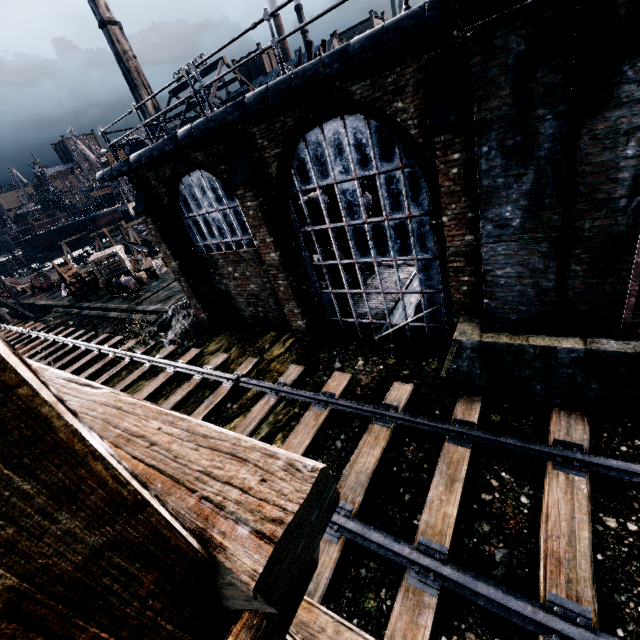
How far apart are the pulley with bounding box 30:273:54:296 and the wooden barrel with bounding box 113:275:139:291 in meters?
24.1

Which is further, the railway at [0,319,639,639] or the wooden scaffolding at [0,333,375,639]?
the railway at [0,319,639,639]

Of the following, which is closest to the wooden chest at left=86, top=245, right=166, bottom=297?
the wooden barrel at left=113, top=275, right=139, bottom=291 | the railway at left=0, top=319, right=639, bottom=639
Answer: the wooden barrel at left=113, top=275, right=139, bottom=291

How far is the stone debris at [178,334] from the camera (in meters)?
15.99

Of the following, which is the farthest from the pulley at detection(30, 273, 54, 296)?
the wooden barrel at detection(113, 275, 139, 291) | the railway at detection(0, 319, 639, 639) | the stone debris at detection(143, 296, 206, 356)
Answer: the railway at detection(0, 319, 639, 639)

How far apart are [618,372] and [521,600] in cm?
445

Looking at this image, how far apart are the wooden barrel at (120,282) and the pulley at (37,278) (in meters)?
24.08

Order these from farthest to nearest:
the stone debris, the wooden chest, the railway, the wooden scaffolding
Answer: the wooden chest, the stone debris, the railway, the wooden scaffolding
